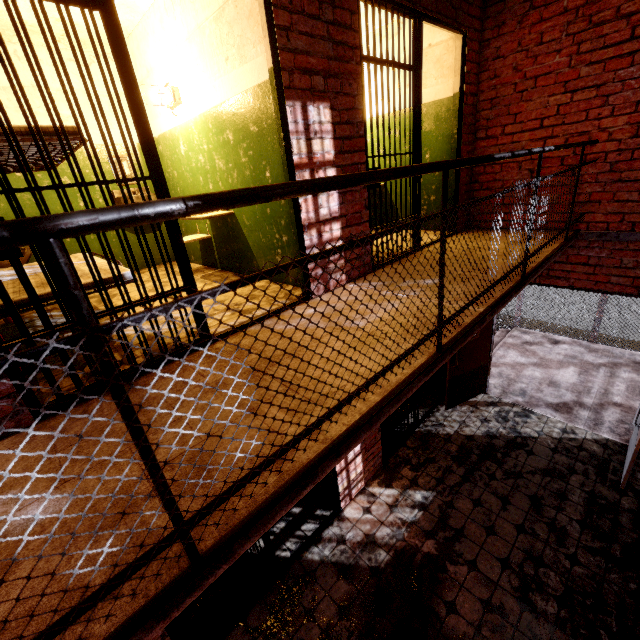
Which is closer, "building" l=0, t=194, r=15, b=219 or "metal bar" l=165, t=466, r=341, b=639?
"metal bar" l=165, t=466, r=341, b=639

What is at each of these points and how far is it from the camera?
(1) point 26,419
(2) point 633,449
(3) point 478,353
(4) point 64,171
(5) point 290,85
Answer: (1) building, 1.7 meters
(2) door, 3.9 meters
(3) door, 5.5 meters
(4) building, 4.3 meters
(5) building, 2.4 meters

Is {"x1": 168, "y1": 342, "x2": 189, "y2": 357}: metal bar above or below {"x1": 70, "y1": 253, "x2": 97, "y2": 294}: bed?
below

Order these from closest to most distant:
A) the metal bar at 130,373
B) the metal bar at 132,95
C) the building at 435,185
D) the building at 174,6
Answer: the metal bar at 132,95, the metal bar at 130,373, the building at 174,6, the building at 435,185

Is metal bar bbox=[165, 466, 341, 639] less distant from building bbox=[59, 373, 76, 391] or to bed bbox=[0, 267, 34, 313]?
building bbox=[59, 373, 76, 391]

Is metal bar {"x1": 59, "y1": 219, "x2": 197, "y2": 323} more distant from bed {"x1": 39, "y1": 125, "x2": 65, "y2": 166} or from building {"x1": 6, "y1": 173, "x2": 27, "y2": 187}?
bed {"x1": 39, "y1": 125, "x2": 65, "y2": 166}

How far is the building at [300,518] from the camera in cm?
389

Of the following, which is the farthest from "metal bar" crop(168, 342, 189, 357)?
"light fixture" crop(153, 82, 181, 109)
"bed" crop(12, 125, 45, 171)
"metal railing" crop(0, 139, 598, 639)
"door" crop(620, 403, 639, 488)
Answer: "door" crop(620, 403, 639, 488)
